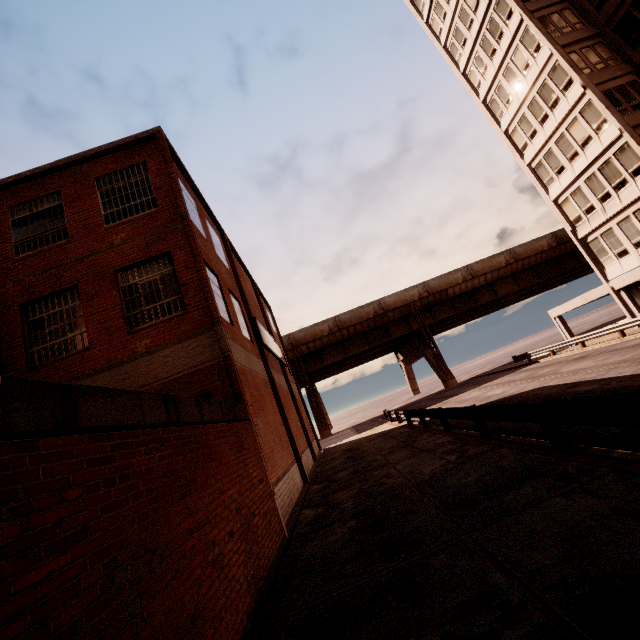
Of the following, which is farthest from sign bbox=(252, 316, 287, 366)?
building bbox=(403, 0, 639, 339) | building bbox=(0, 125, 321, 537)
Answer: building bbox=(403, 0, 639, 339)

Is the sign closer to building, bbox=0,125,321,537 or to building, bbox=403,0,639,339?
building, bbox=0,125,321,537

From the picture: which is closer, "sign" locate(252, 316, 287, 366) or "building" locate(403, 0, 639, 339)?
"sign" locate(252, 316, 287, 366)

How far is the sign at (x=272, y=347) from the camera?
16.2 meters

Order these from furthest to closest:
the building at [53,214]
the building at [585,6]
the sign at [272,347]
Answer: the building at [585,6], the sign at [272,347], the building at [53,214]

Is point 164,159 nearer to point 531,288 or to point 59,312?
point 59,312

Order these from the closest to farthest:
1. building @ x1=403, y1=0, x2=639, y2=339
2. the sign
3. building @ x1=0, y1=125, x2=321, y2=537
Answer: building @ x1=0, y1=125, x2=321, y2=537 < the sign < building @ x1=403, y1=0, x2=639, y2=339

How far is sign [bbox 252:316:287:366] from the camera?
16.23m
